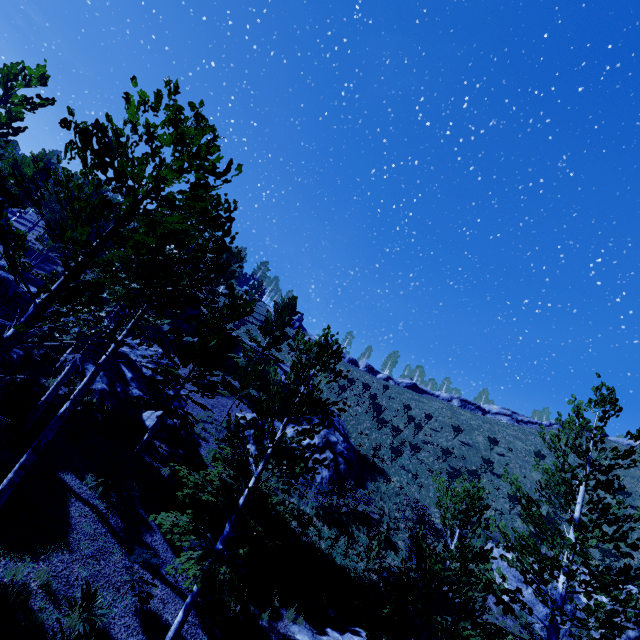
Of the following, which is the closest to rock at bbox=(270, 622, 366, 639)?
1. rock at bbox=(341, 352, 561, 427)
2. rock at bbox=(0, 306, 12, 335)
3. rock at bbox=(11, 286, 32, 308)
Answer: rock at bbox=(0, 306, 12, 335)

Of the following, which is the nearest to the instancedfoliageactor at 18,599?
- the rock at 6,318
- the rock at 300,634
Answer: the rock at 6,318

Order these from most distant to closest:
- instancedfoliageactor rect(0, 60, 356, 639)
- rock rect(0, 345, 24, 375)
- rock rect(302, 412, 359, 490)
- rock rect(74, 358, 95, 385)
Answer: rock rect(302, 412, 359, 490), rock rect(74, 358, 95, 385), rock rect(0, 345, 24, 375), instancedfoliageactor rect(0, 60, 356, 639)

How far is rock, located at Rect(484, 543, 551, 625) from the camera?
16.8m

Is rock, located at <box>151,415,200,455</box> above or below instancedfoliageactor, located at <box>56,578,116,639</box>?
above

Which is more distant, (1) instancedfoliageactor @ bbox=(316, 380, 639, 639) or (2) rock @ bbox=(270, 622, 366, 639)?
(2) rock @ bbox=(270, 622, 366, 639)

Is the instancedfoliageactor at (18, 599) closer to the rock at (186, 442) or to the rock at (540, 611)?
the rock at (186, 442)

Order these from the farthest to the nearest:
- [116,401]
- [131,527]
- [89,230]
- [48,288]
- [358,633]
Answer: [89,230], [116,401], [358,633], [131,527], [48,288]
